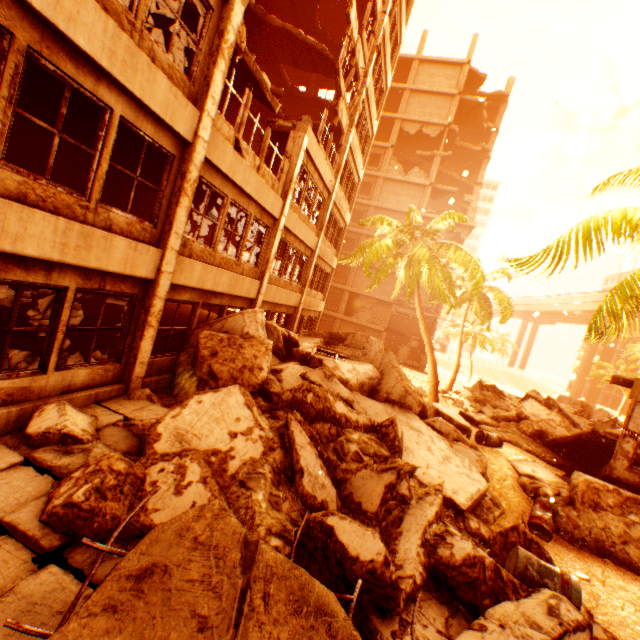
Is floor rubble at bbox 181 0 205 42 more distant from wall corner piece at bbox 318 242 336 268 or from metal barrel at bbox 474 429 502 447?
metal barrel at bbox 474 429 502 447

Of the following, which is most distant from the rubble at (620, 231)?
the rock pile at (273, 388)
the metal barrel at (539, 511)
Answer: the metal barrel at (539, 511)

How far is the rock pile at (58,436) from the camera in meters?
4.8

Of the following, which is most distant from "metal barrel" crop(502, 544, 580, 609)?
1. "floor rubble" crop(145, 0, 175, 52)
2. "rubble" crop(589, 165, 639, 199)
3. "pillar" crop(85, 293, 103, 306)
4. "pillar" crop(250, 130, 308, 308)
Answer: "pillar" crop(85, 293, 103, 306)

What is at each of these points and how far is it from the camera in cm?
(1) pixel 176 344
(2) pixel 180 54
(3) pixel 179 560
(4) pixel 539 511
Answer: (1) rock pile, 915
(2) floor rubble, 912
(3) floor rubble, 249
(4) metal barrel, 829

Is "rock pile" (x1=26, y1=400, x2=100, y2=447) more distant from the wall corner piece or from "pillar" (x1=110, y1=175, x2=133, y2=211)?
"pillar" (x1=110, y1=175, x2=133, y2=211)

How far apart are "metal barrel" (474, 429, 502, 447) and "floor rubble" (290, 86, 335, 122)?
18.84m

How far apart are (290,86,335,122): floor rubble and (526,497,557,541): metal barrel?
21.1 meters
